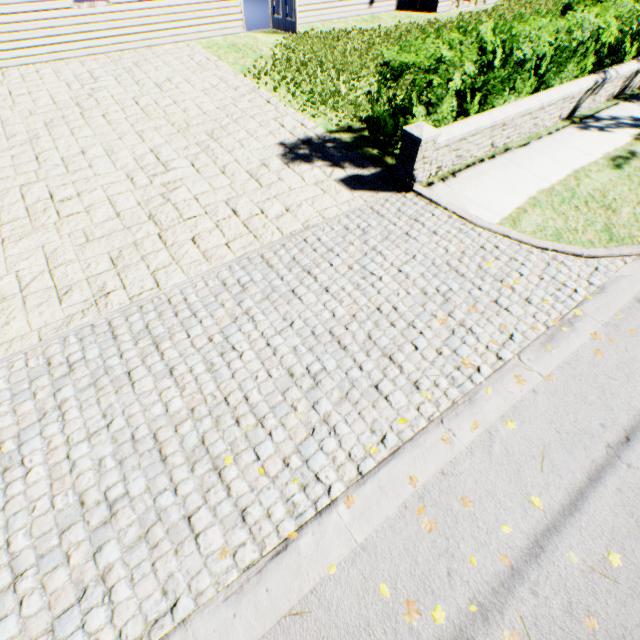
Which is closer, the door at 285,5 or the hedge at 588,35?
the hedge at 588,35

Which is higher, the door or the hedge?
the hedge

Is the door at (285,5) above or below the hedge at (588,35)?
below

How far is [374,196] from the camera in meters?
5.7 m

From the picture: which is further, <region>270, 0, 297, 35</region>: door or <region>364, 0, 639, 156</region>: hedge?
<region>270, 0, 297, 35</region>: door
